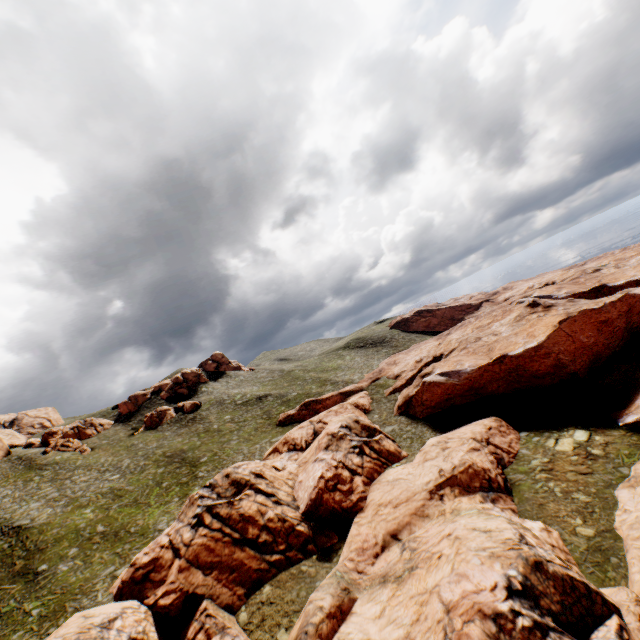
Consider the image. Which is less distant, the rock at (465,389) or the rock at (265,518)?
the rock at (265,518)

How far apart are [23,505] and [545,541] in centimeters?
6467cm

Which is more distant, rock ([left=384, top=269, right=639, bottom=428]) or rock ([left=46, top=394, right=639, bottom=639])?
rock ([left=384, top=269, right=639, bottom=428])
